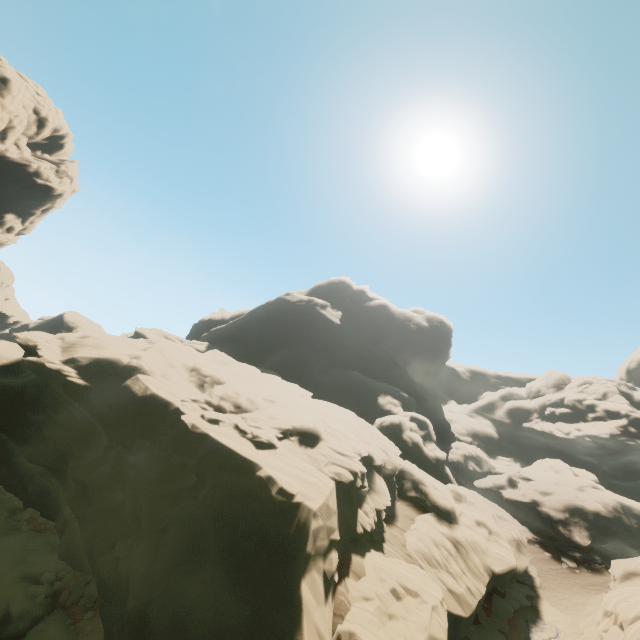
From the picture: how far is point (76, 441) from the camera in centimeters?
1861cm

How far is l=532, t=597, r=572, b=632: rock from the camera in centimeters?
2241cm

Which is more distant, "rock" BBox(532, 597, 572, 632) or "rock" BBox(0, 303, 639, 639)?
"rock" BBox(532, 597, 572, 632)

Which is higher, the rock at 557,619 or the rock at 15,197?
the rock at 15,197

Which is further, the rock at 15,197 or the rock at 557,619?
the rock at 15,197

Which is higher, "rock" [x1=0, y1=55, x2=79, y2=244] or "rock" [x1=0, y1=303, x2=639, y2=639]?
"rock" [x1=0, y1=55, x2=79, y2=244]

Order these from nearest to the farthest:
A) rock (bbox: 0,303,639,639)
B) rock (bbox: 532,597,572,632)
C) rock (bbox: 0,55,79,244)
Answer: rock (bbox: 0,303,639,639) < rock (bbox: 532,597,572,632) < rock (bbox: 0,55,79,244)
